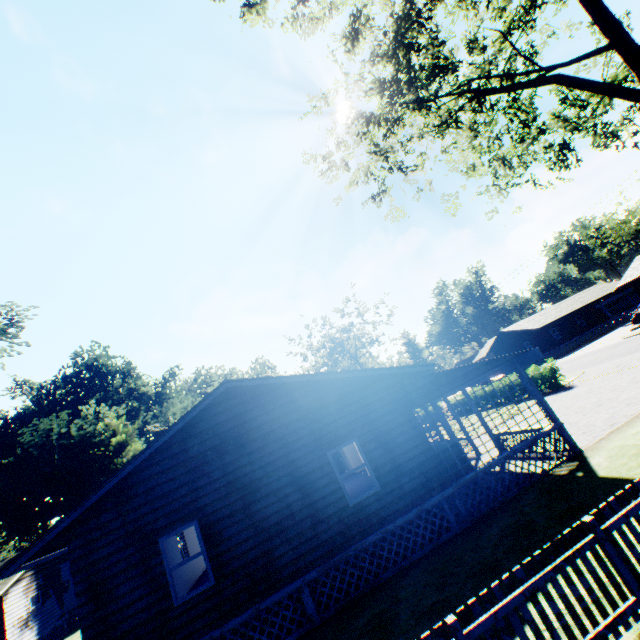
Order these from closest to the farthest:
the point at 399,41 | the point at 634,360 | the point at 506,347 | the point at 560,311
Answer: the point at 399,41 < the point at 634,360 < the point at 560,311 < the point at 506,347

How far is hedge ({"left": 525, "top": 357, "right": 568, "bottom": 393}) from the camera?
22.16m

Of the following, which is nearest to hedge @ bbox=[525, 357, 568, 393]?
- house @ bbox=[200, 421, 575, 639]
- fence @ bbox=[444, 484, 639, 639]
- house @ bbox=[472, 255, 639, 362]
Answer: house @ bbox=[200, 421, 575, 639]

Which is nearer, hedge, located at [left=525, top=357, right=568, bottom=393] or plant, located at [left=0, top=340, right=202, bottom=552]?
hedge, located at [left=525, top=357, right=568, bottom=393]

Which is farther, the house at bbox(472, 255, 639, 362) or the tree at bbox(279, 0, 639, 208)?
the house at bbox(472, 255, 639, 362)

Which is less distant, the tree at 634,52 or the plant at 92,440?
the tree at 634,52

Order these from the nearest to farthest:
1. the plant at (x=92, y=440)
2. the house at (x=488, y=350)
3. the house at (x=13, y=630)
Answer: the house at (x=13, y=630) < the plant at (x=92, y=440) < the house at (x=488, y=350)

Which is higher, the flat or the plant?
the plant
